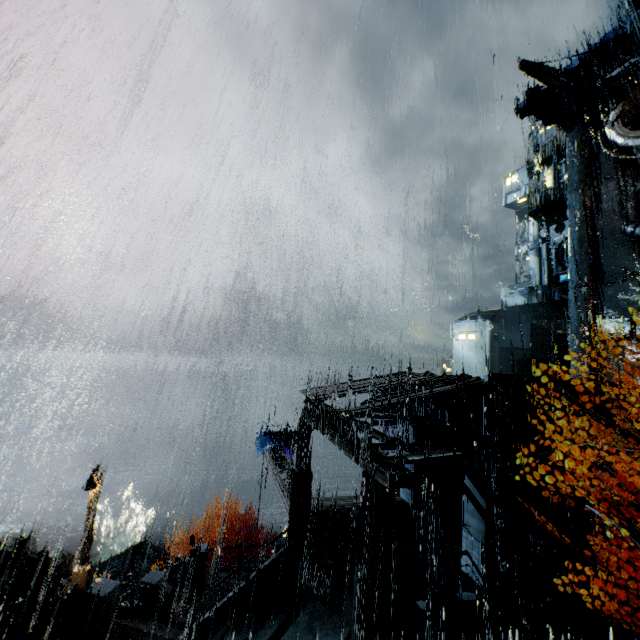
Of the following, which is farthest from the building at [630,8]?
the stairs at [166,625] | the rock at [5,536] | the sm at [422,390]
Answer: the rock at [5,536]

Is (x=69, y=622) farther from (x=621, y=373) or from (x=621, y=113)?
(x=621, y=113)

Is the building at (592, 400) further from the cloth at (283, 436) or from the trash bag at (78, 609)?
the cloth at (283, 436)

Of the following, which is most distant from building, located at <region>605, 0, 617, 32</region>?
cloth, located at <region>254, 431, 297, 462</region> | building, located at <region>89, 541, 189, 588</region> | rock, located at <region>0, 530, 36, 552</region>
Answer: cloth, located at <region>254, 431, 297, 462</region>

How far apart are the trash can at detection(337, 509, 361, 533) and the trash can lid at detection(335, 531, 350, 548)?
0.0 meters

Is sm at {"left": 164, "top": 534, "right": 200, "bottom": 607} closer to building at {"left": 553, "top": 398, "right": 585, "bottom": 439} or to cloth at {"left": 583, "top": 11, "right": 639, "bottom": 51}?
building at {"left": 553, "top": 398, "right": 585, "bottom": 439}

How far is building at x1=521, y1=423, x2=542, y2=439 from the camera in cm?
1407

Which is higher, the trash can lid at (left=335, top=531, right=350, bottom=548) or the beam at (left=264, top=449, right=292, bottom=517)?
the beam at (left=264, top=449, right=292, bottom=517)
